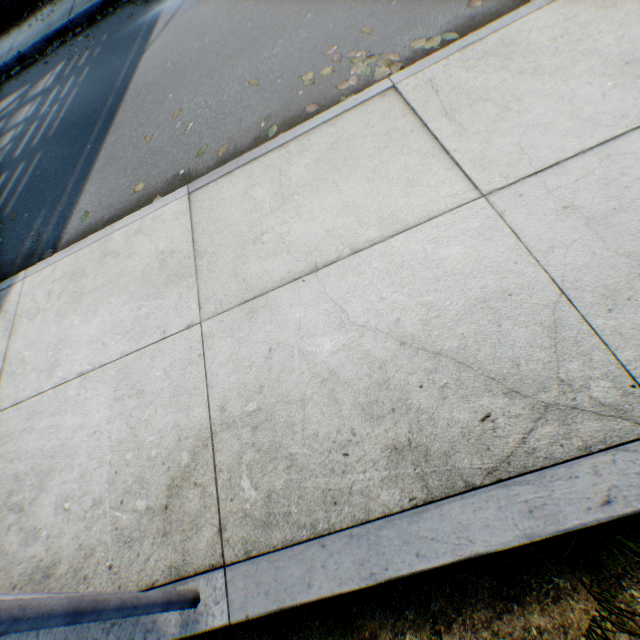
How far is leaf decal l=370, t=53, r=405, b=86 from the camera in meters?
2.9

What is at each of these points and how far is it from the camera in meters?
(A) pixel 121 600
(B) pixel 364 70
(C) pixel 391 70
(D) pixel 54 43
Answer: (A) metal fence, 1.1
(B) leaf decal, 3.0
(C) leaf decal, 2.9
(D) leaf decal, 7.2

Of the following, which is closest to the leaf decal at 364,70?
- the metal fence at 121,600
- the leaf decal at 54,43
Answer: the metal fence at 121,600

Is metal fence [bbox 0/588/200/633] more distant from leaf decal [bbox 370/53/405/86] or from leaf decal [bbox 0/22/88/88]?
leaf decal [bbox 0/22/88/88]

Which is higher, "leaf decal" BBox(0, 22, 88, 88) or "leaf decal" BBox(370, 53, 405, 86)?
"leaf decal" BBox(0, 22, 88, 88)

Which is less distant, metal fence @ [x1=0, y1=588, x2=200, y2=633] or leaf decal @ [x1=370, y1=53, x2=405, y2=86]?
metal fence @ [x1=0, y1=588, x2=200, y2=633]
